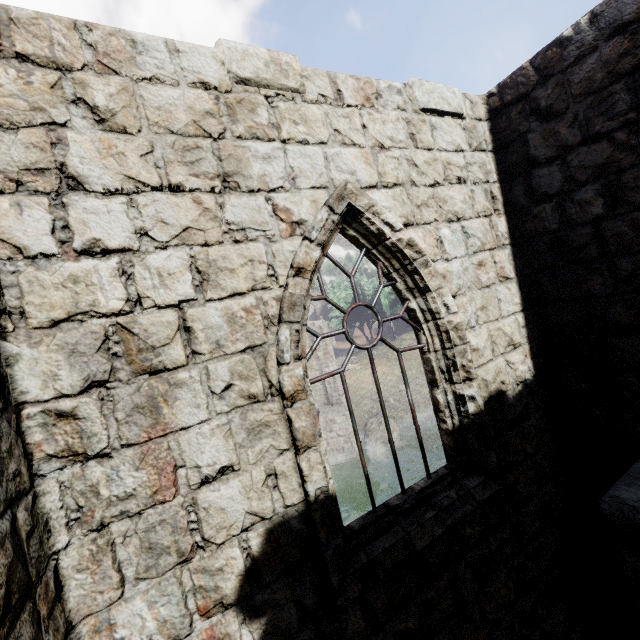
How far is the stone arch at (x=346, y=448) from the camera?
23.3m

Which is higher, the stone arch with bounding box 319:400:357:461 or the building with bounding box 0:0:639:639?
the building with bounding box 0:0:639:639

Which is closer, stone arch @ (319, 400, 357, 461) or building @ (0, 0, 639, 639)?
building @ (0, 0, 639, 639)

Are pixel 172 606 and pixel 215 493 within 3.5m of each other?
yes

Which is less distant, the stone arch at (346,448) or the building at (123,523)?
the building at (123,523)

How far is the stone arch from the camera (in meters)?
23.27
